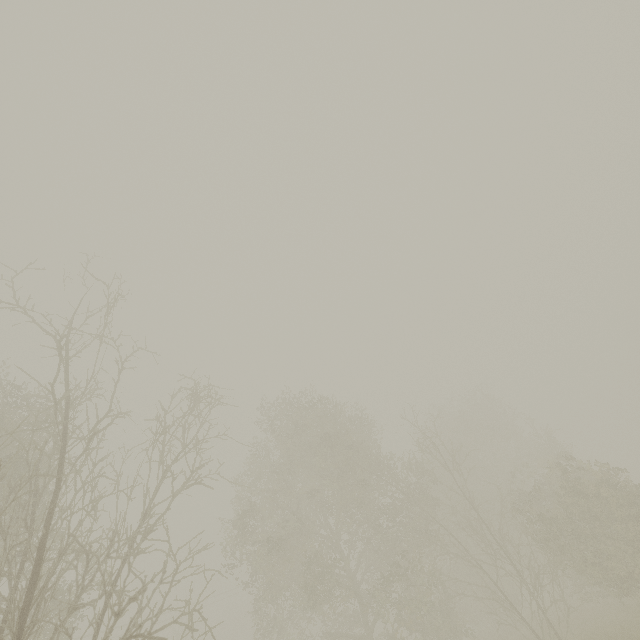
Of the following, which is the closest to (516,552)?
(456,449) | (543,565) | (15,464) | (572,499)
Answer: (543,565)
